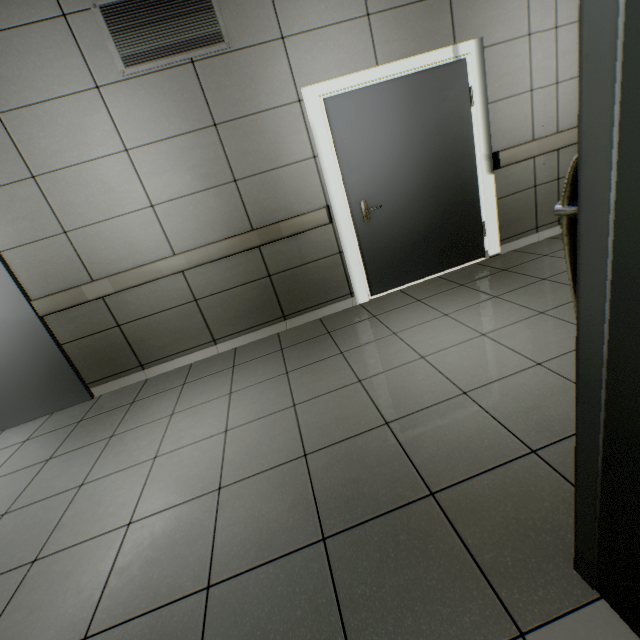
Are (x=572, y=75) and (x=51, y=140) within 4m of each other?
no

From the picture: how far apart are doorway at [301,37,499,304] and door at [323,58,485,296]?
0.02m

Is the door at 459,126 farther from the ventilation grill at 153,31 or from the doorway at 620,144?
the doorway at 620,144

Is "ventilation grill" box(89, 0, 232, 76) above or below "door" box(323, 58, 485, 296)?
above

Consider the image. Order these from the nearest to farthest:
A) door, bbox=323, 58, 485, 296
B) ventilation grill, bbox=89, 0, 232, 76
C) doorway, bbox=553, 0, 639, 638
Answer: doorway, bbox=553, 0, 639, 638 < ventilation grill, bbox=89, 0, 232, 76 < door, bbox=323, 58, 485, 296

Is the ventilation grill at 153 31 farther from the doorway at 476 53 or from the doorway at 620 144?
the doorway at 620 144

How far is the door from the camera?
3.14m

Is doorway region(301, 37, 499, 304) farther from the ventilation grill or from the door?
the ventilation grill
